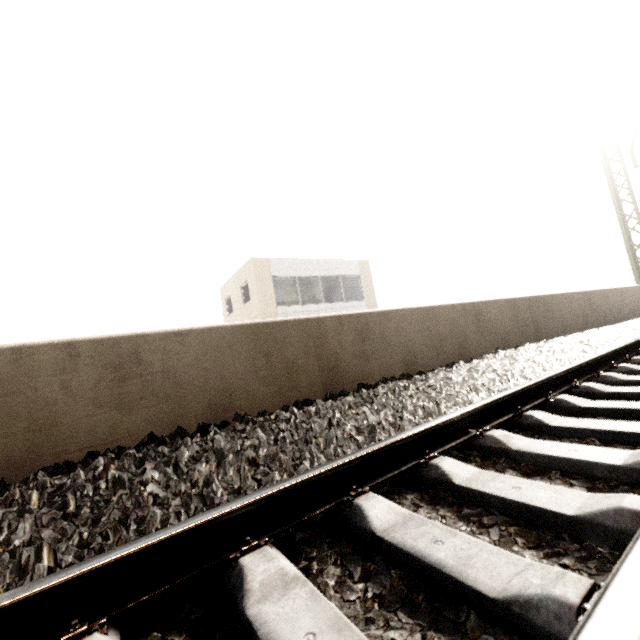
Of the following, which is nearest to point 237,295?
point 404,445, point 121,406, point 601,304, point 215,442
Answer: point 601,304
